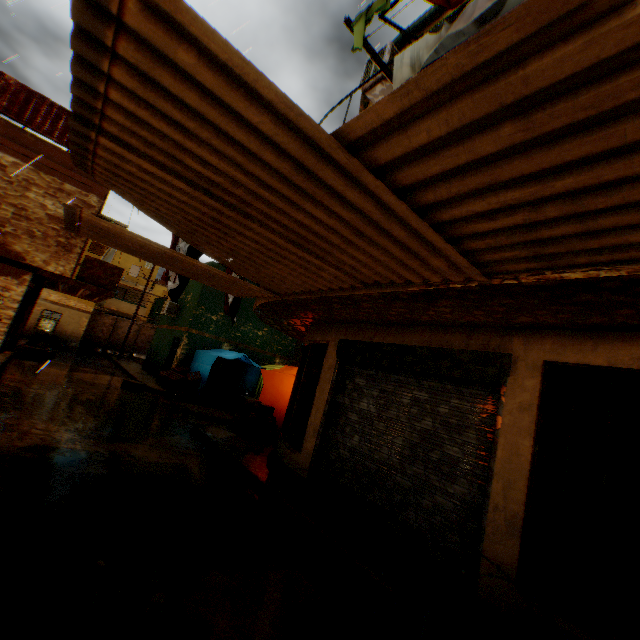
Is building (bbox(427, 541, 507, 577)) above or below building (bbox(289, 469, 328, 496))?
above

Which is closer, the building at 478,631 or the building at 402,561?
the building at 478,631

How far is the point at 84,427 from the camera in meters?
7.3 m

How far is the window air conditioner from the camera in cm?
2192

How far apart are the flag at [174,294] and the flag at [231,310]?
0.6m

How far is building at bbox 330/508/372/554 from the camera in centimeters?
461cm

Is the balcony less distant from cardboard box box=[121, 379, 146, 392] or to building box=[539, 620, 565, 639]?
building box=[539, 620, 565, 639]

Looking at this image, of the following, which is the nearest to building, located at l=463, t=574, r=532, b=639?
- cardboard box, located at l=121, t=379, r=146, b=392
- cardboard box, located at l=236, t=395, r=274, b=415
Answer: cardboard box, located at l=236, t=395, r=274, b=415
